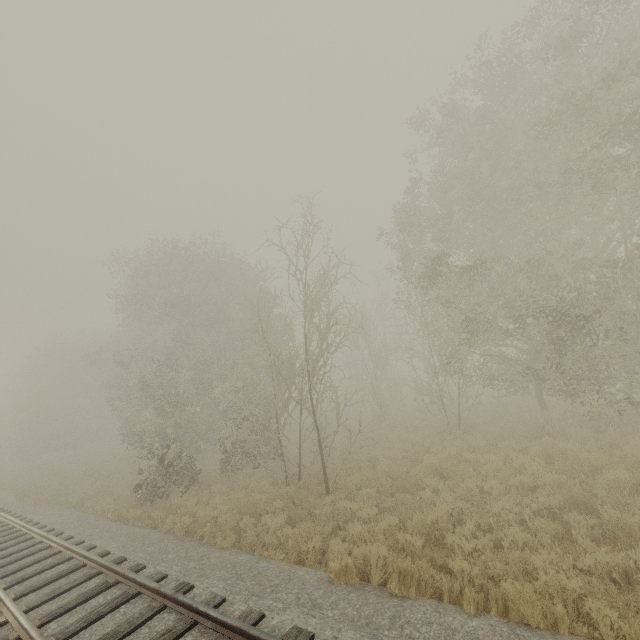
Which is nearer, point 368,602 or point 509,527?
point 368,602
